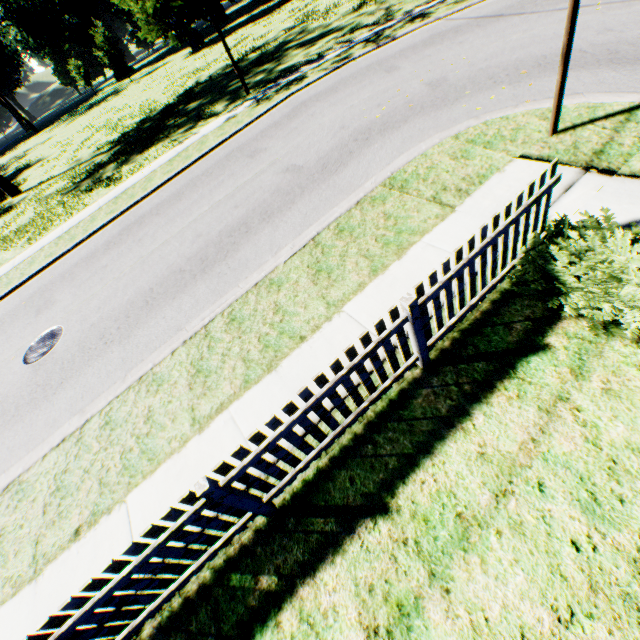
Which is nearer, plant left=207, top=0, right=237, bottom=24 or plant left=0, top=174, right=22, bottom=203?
plant left=0, top=174, right=22, bottom=203

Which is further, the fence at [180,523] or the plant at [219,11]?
the plant at [219,11]

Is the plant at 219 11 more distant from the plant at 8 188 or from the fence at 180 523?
the fence at 180 523

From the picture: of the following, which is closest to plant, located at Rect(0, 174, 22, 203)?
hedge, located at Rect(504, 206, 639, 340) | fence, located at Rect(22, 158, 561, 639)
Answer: fence, located at Rect(22, 158, 561, 639)

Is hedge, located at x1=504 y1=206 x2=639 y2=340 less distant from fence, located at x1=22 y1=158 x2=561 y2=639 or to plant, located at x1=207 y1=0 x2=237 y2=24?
fence, located at x1=22 y1=158 x2=561 y2=639

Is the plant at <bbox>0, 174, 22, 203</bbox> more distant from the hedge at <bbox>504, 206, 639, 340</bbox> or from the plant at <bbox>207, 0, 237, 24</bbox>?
the hedge at <bbox>504, 206, 639, 340</bbox>

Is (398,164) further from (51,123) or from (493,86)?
(51,123)

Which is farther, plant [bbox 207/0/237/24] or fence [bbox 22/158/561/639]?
plant [bbox 207/0/237/24]
